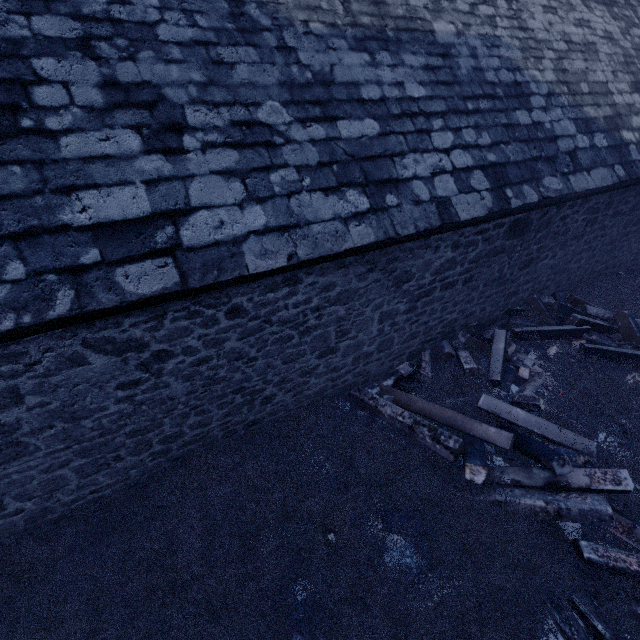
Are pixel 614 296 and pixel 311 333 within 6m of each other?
no

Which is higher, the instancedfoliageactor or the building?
the building

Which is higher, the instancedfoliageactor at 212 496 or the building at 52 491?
the building at 52 491
